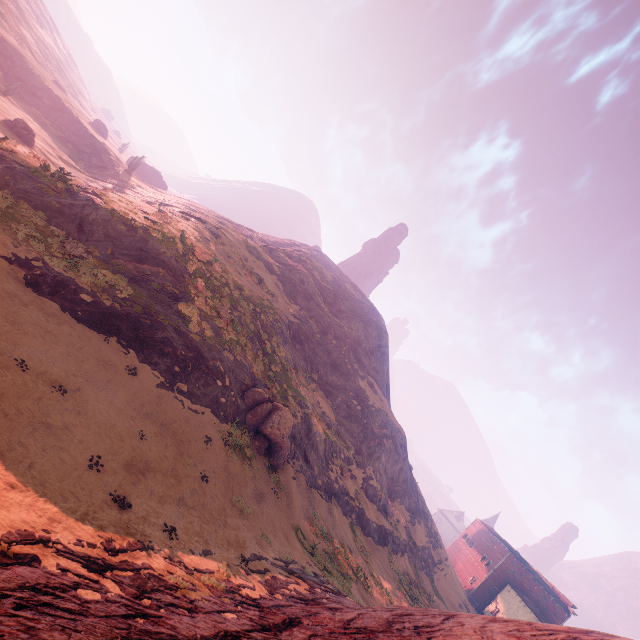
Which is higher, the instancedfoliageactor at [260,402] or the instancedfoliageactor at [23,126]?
the instancedfoliageactor at [260,402]

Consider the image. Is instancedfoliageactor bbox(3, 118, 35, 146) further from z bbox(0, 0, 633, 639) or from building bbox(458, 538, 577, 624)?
building bbox(458, 538, 577, 624)

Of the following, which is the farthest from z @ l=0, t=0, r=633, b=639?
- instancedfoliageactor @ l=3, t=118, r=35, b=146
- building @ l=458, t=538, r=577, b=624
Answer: instancedfoliageactor @ l=3, t=118, r=35, b=146

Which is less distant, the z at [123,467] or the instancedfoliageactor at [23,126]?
the z at [123,467]

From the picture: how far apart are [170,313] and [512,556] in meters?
68.8

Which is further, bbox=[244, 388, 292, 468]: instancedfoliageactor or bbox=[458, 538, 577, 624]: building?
bbox=[458, 538, 577, 624]: building

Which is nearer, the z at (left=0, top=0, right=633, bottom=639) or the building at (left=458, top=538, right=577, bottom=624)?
the z at (left=0, top=0, right=633, bottom=639)

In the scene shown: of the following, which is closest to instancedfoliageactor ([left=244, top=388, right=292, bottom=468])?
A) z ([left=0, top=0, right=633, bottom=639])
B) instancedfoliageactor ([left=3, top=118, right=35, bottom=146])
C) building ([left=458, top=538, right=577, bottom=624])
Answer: z ([left=0, top=0, right=633, bottom=639])
